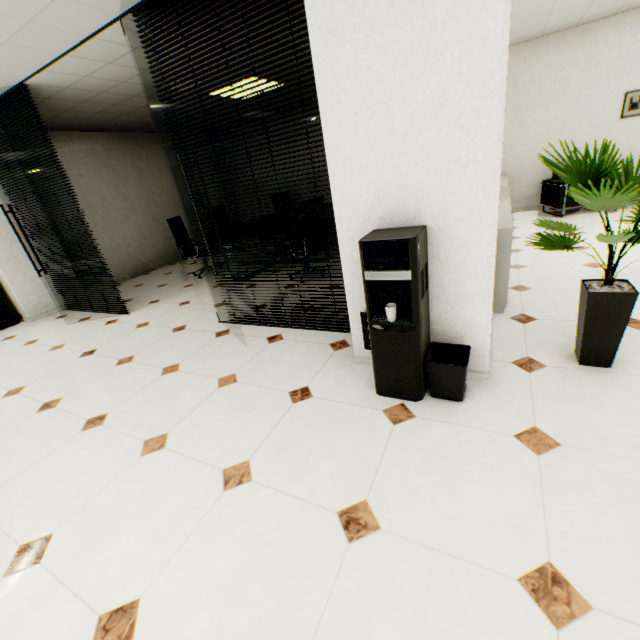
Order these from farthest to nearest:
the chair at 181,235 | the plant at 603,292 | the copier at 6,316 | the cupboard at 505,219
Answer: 1. the chair at 181,235
2. the copier at 6,316
3. the cupboard at 505,219
4. the plant at 603,292

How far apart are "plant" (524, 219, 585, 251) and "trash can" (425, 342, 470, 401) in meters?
0.8 m

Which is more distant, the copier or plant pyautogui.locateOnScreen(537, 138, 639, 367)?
the copier

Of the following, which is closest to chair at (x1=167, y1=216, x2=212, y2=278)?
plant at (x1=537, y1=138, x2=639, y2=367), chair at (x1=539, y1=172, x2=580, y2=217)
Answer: plant at (x1=537, y1=138, x2=639, y2=367)

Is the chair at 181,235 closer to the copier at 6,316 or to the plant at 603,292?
the copier at 6,316

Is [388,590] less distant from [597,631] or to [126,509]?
[597,631]

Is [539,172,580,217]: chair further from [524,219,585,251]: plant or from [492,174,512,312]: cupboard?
[524,219,585,251]: plant

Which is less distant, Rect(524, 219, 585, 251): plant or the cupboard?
Rect(524, 219, 585, 251): plant
